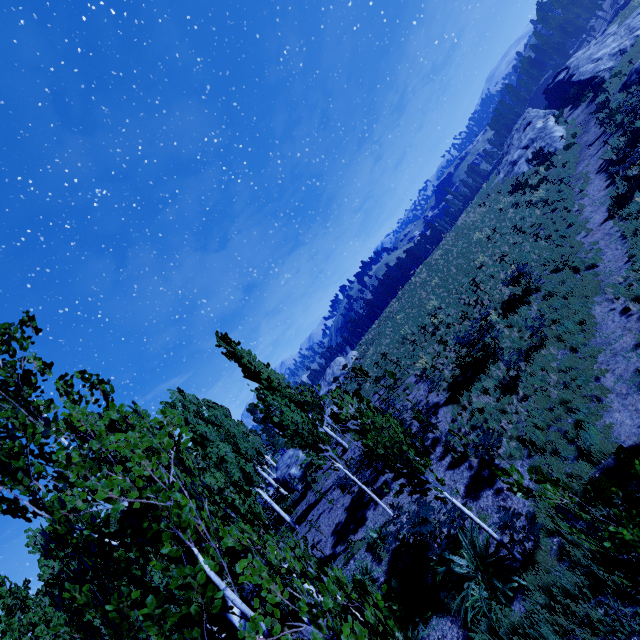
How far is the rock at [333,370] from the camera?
44.16m

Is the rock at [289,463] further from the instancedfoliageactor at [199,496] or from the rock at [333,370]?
the rock at [333,370]

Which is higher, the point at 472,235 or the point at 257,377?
the point at 257,377

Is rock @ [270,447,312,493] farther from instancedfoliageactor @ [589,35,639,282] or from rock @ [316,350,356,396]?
rock @ [316,350,356,396]

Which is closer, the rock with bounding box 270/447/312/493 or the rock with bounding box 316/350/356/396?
the rock with bounding box 270/447/312/493

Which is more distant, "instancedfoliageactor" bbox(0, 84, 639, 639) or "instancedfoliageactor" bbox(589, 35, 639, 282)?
"instancedfoliageactor" bbox(589, 35, 639, 282)

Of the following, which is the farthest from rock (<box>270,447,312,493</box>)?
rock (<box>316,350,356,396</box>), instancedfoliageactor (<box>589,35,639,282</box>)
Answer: rock (<box>316,350,356,396</box>)
